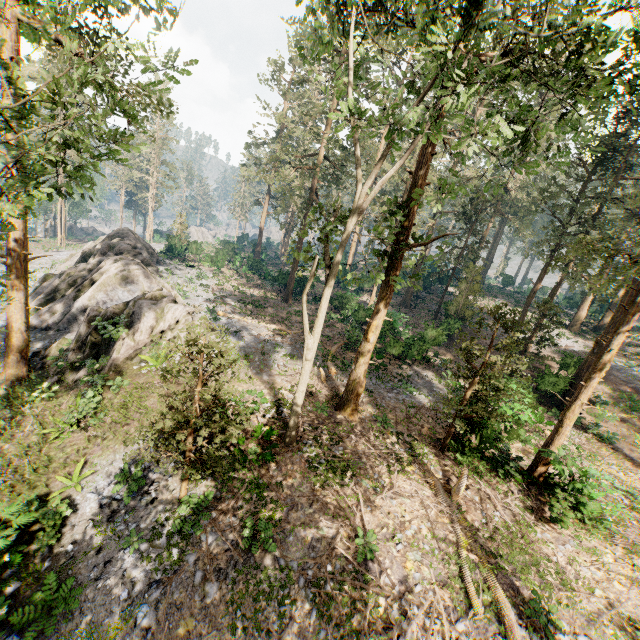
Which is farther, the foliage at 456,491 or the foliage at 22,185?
the foliage at 456,491

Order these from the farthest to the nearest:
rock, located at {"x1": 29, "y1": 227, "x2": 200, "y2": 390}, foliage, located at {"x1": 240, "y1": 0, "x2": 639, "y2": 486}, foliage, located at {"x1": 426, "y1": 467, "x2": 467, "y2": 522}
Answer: rock, located at {"x1": 29, "y1": 227, "x2": 200, "y2": 390} < foliage, located at {"x1": 426, "y1": 467, "x2": 467, "y2": 522} < foliage, located at {"x1": 240, "y1": 0, "x2": 639, "y2": 486}

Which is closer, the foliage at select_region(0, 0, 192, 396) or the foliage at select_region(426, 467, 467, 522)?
the foliage at select_region(0, 0, 192, 396)

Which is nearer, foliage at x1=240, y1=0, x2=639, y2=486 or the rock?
foliage at x1=240, y1=0, x2=639, y2=486

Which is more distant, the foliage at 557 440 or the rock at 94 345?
the rock at 94 345

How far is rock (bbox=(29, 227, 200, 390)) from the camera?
17.8m

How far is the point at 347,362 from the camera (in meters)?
22.30
